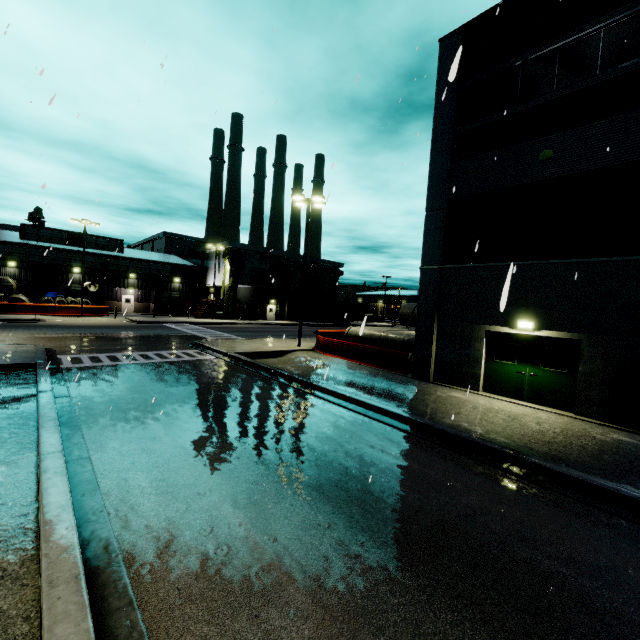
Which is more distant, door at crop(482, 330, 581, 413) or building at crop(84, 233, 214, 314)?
building at crop(84, 233, 214, 314)

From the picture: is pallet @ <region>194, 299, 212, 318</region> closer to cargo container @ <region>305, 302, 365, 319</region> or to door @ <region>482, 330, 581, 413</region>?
cargo container @ <region>305, 302, 365, 319</region>

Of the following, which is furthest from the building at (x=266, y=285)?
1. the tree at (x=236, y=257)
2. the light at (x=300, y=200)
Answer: the light at (x=300, y=200)

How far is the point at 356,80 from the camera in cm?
595

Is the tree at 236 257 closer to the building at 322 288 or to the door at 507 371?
the building at 322 288

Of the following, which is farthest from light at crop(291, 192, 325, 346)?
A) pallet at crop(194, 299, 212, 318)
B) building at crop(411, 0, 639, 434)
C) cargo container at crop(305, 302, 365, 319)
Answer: cargo container at crop(305, 302, 365, 319)

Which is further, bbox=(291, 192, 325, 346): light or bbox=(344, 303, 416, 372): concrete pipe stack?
bbox=(291, 192, 325, 346): light
